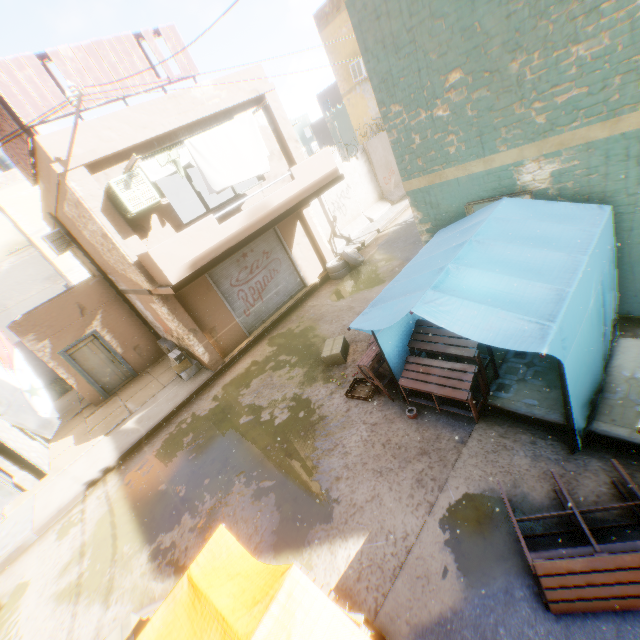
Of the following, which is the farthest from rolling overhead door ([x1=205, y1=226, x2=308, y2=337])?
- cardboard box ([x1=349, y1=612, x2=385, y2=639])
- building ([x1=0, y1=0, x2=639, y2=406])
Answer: cardboard box ([x1=349, y1=612, x2=385, y2=639])

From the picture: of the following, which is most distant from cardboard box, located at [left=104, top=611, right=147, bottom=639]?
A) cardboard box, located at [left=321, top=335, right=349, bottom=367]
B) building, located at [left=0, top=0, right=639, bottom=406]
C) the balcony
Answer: cardboard box, located at [left=321, top=335, right=349, bottom=367]

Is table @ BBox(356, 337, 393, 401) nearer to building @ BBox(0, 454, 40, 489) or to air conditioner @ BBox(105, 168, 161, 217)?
building @ BBox(0, 454, 40, 489)

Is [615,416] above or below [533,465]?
above

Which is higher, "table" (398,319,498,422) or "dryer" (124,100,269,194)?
"dryer" (124,100,269,194)

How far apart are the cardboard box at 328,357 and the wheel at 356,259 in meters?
4.7 m

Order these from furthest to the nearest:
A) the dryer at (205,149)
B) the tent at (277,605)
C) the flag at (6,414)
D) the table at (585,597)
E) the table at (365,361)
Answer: the dryer at (205,149), the table at (365,361), the flag at (6,414), the table at (585,597), the tent at (277,605)

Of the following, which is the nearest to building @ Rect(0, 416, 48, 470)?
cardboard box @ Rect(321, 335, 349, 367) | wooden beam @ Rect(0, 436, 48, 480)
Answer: wooden beam @ Rect(0, 436, 48, 480)
